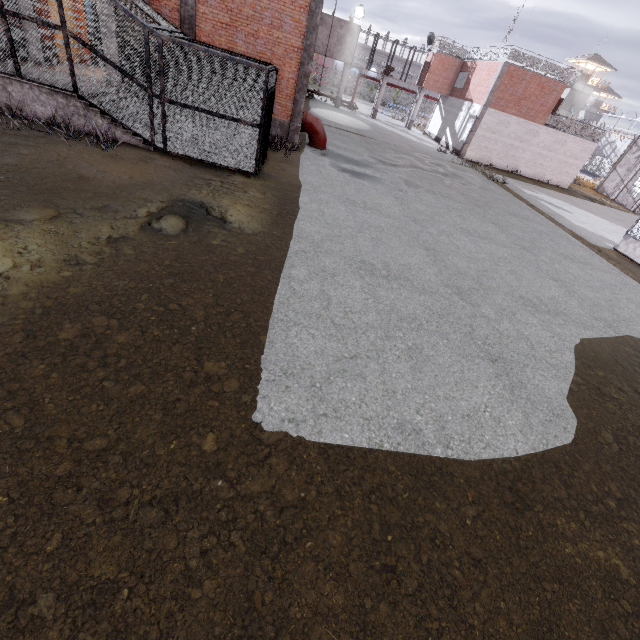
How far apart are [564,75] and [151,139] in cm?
3346

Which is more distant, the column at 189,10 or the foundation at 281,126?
the foundation at 281,126

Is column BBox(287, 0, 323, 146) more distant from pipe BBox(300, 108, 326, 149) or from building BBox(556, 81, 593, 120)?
building BBox(556, 81, 593, 120)

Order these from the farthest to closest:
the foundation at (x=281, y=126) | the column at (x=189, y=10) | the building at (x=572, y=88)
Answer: the building at (x=572, y=88)
the foundation at (x=281, y=126)
the column at (x=189, y=10)

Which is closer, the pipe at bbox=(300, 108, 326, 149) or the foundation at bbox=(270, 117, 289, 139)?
the foundation at bbox=(270, 117, 289, 139)

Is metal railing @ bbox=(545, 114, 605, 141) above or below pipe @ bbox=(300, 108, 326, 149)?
above

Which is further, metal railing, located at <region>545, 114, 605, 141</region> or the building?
the building

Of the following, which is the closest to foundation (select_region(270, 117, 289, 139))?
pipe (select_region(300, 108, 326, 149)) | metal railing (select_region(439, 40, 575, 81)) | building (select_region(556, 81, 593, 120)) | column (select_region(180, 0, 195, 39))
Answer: column (select_region(180, 0, 195, 39))
